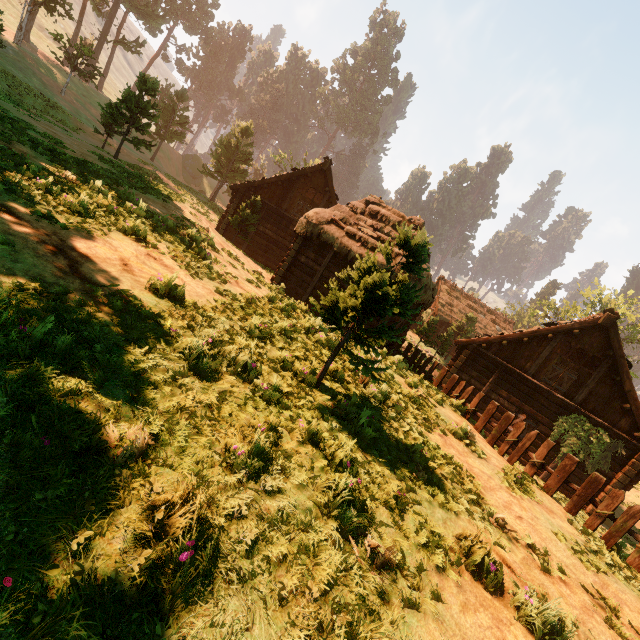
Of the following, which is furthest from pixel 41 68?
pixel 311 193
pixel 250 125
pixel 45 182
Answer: pixel 45 182

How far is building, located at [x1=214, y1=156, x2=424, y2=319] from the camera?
14.8m

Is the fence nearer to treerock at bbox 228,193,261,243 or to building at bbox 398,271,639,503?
building at bbox 398,271,639,503

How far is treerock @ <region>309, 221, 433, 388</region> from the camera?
5.5 meters

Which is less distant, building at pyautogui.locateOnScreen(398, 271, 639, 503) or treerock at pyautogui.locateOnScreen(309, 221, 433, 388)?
treerock at pyautogui.locateOnScreen(309, 221, 433, 388)

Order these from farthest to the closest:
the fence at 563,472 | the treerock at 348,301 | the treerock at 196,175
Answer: the treerock at 196,175 → the fence at 563,472 → the treerock at 348,301

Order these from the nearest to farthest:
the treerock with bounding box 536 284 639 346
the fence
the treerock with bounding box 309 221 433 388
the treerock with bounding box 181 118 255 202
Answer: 1. the treerock with bounding box 309 221 433 388
2. the fence
3. the treerock with bounding box 181 118 255 202
4. the treerock with bounding box 536 284 639 346

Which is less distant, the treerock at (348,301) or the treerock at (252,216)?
the treerock at (348,301)
